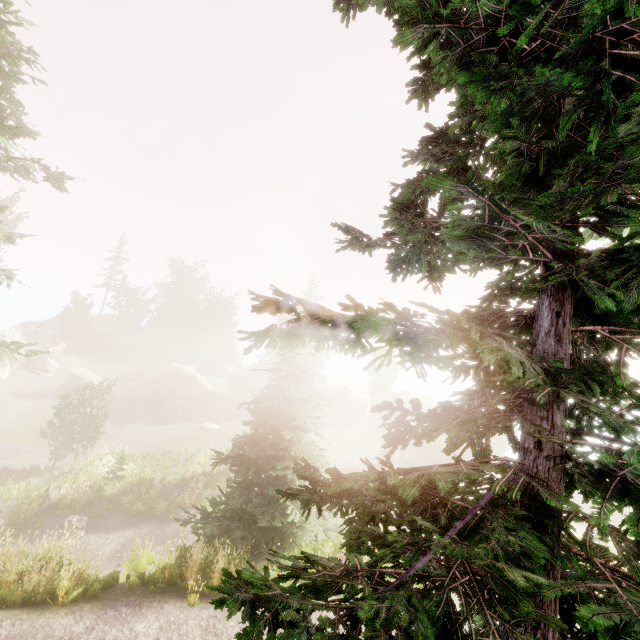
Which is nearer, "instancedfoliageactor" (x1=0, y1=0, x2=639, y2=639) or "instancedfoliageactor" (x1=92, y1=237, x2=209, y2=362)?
"instancedfoliageactor" (x1=0, y1=0, x2=639, y2=639)

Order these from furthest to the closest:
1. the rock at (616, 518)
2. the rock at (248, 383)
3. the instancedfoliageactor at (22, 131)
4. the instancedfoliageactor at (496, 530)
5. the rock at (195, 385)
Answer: the rock at (248, 383) < the rock at (195, 385) < the rock at (616, 518) < the instancedfoliageactor at (22, 131) < the instancedfoliageactor at (496, 530)

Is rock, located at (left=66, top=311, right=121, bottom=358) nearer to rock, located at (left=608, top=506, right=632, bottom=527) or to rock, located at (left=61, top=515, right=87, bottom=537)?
rock, located at (left=61, top=515, right=87, bottom=537)

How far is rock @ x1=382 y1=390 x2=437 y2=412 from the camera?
49.8m

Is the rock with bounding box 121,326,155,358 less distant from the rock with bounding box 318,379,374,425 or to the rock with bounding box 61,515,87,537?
the rock with bounding box 318,379,374,425

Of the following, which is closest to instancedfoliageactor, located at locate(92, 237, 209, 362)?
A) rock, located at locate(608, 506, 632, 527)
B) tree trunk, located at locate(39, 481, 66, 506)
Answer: rock, located at locate(608, 506, 632, 527)

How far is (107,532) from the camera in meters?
18.2

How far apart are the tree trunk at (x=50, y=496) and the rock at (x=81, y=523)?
2.64m
